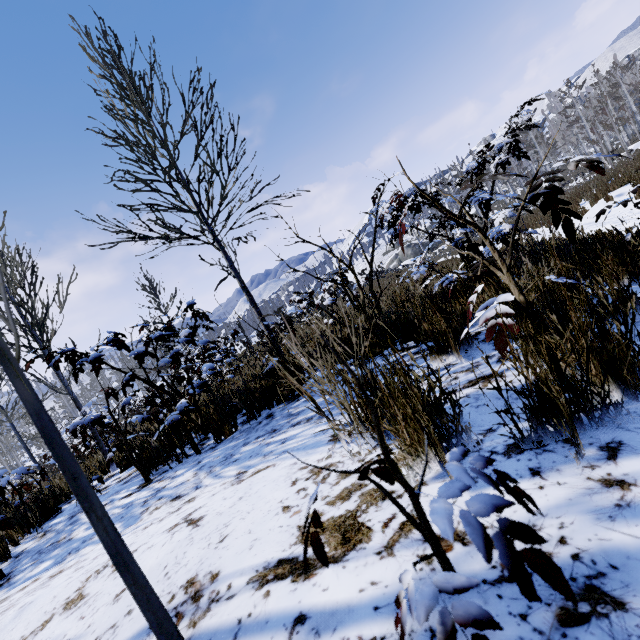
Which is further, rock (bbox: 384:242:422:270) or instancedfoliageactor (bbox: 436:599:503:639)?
rock (bbox: 384:242:422:270)

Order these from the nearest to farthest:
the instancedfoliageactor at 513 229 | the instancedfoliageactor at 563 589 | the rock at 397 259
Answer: the instancedfoliageactor at 563 589
the instancedfoliageactor at 513 229
the rock at 397 259

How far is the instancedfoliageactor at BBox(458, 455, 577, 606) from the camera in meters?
0.5 m

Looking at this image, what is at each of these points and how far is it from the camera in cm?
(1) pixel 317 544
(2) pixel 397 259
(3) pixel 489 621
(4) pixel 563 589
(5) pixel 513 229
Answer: (1) instancedfoliageactor, 71
(2) rock, 5481
(3) instancedfoliageactor, 48
(4) instancedfoliageactor, 46
(5) instancedfoliageactor, 137

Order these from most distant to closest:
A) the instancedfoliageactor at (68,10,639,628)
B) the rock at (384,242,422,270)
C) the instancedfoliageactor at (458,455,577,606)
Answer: the rock at (384,242,422,270) → the instancedfoliageactor at (68,10,639,628) → the instancedfoliageactor at (458,455,577,606)

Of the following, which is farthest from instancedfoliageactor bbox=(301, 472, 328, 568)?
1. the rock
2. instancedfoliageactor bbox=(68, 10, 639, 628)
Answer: the rock

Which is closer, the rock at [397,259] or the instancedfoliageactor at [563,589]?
the instancedfoliageactor at [563,589]
